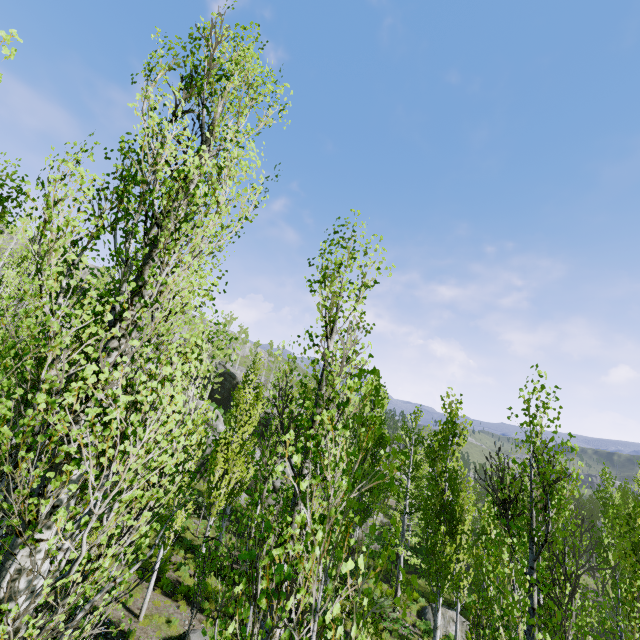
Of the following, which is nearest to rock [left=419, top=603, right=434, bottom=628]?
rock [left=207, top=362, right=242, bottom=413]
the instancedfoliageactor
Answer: the instancedfoliageactor

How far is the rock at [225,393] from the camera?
47.0m

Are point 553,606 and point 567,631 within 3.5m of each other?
yes

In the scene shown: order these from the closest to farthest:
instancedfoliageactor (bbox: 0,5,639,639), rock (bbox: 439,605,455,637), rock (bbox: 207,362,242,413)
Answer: Answer:
instancedfoliageactor (bbox: 0,5,639,639)
rock (bbox: 439,605,455,637)
rock (bbox: 207,362,242,413)

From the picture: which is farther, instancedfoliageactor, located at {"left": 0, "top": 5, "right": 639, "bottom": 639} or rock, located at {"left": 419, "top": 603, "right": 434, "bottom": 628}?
rock, located at {"left": 419, "top": 603, "right": 434, "bottom": 628}

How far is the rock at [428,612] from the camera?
19.30m

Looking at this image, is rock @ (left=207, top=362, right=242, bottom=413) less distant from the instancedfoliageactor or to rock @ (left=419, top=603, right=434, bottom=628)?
the instancedfoliageactor
